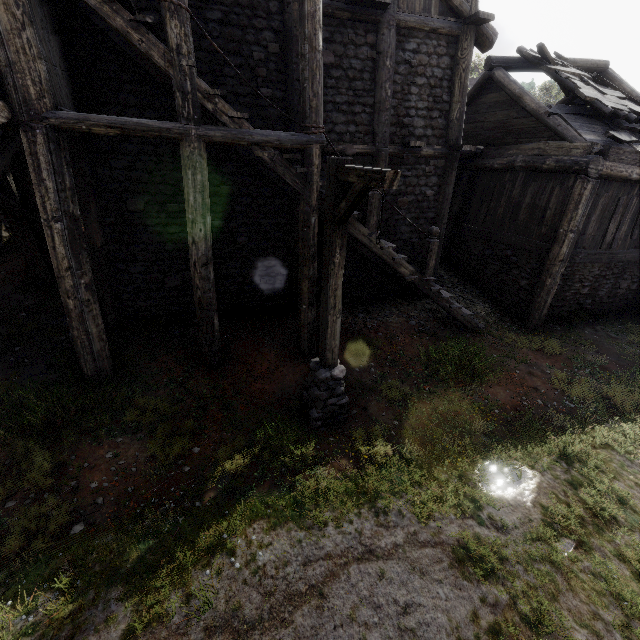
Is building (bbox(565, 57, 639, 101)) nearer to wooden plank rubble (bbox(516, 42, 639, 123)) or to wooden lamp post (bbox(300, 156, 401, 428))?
wooden plank rubble (bbox(516, 42, 639, 123))

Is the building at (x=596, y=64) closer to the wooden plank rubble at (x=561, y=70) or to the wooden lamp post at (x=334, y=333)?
the wooden plank rubble at (x=561, y=70)

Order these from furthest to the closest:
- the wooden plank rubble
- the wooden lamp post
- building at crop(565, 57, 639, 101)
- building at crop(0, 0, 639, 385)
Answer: building at crop(565, 57, 639, 101) < the wooden plank rubble < building at crop(0, 0, 639, 385) < the wooden lamp post

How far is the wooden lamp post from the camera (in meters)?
3.96

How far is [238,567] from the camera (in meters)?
3.98

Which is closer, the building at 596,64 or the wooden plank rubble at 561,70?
the wooden plank rubble at 561,70

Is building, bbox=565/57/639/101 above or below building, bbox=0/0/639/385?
above

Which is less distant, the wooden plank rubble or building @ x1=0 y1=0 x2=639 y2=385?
building @ x1=0 y1=0 x2=639 y2=385
